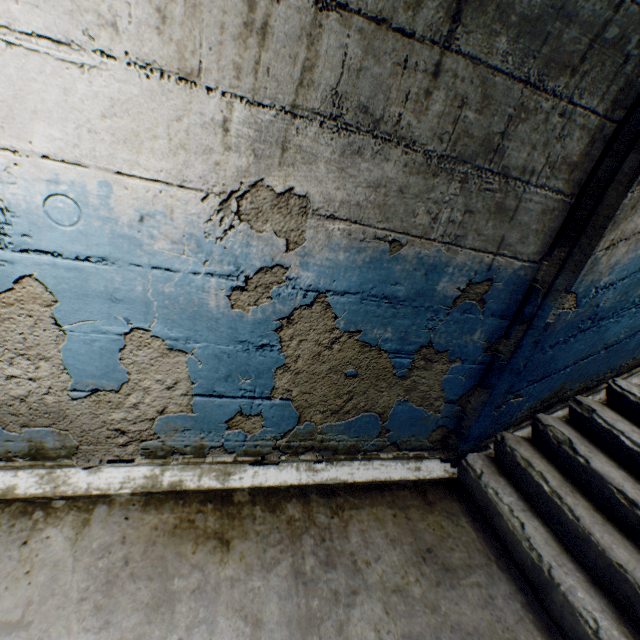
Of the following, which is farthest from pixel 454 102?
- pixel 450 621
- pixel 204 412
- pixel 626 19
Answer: pixel 450 621
